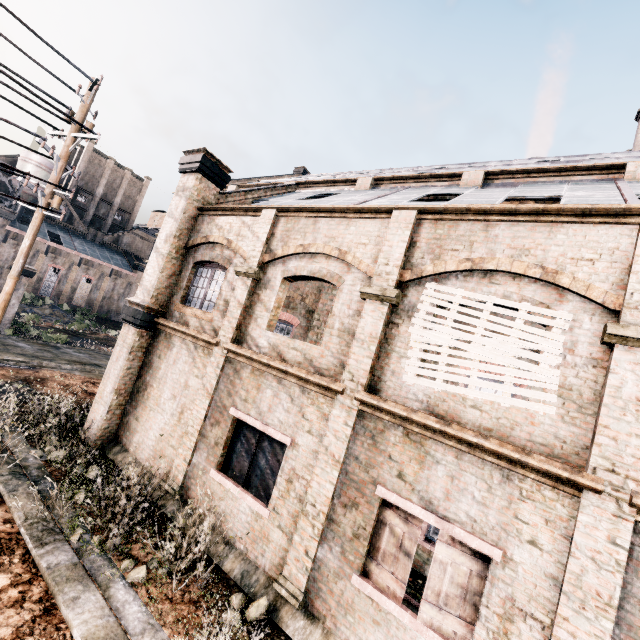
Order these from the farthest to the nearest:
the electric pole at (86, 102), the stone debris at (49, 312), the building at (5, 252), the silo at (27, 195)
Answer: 1. the silo at (27, 195)
2. the stone debris at (49, 312)
3. the building at (5, 252)
4. the electric pole at (86, 102)

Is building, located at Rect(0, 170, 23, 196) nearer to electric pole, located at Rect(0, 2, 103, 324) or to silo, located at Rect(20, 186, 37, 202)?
silo, located at Rect(20, 186, 37, 202)

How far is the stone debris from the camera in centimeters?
→ 4334cm

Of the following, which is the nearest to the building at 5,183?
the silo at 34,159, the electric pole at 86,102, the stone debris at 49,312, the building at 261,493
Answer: the silo at 34,159

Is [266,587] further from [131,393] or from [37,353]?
[37,353]

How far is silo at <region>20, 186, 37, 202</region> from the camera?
52.8 meters

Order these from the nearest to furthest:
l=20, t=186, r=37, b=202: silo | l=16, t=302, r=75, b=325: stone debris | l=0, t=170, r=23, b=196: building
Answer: l=16, t=302, r=75, b=325: stone debris, l=0, t=170, r=23, b=196: building, l=20, t=186, r=37, b=202: silo
